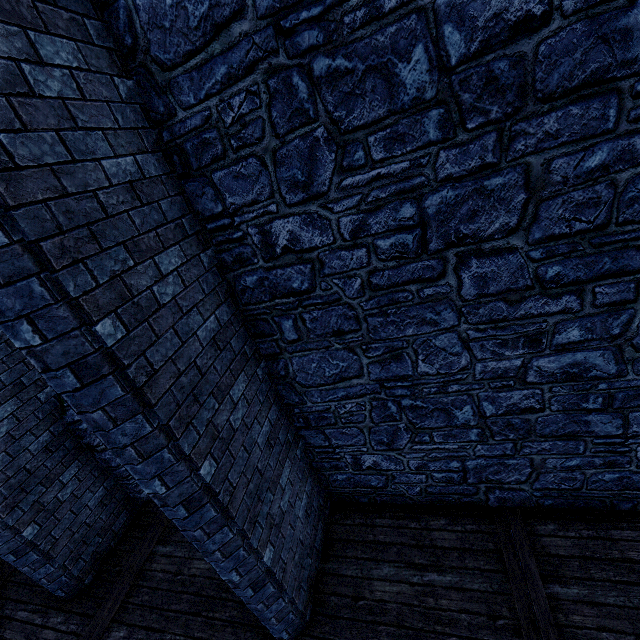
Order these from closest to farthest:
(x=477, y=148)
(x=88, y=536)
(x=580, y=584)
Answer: (x=477, y=148)
(x=580, y=584)
(x=88, y=536)

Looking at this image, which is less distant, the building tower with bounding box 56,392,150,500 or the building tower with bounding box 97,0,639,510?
the building tower with bounding box 97,0,639,510

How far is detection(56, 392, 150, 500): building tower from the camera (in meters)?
5.39

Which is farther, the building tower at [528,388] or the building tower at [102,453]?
the building tower at [102,453]

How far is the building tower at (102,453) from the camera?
5.39m
